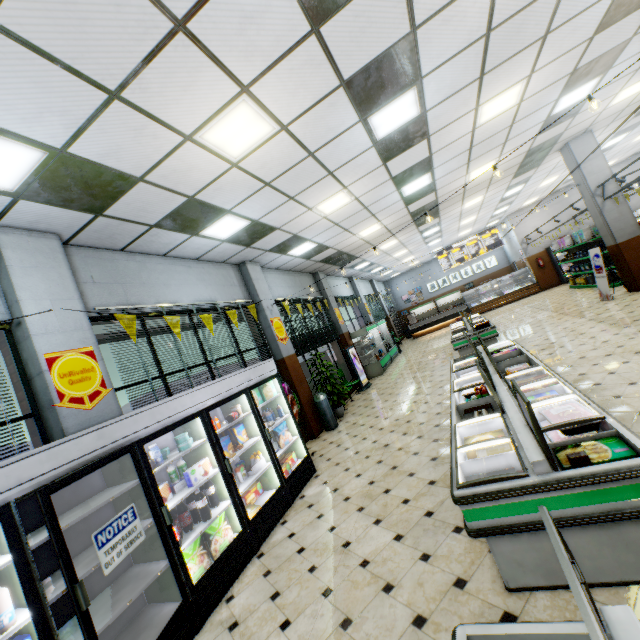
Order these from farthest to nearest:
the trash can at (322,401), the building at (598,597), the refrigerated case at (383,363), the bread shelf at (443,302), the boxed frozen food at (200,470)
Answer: the bread shelf at (443,302) < the refrigerated case at (383,363) < the trash can at (322,401) < the boxed frozen food at (200,470) < the building at (598,597)

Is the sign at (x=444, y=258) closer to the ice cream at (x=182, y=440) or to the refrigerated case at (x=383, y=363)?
the refrigerated case at (x=383, y=363)

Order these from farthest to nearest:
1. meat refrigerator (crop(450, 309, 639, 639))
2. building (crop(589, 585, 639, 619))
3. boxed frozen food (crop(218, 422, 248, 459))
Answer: boxed frozen food (crop(218, 422, 248, 459)), building (crop(589, 585, 639, 619)), meat refrigerator (crop(450, 309, 639, 639))

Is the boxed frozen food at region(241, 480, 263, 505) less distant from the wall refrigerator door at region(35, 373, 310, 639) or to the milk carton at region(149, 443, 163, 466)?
the wall refrigerator door at region(35, 373, 310, 639)

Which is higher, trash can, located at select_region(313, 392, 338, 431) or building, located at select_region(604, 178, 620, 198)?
building, located at select_region(604, 178, 620, 198)

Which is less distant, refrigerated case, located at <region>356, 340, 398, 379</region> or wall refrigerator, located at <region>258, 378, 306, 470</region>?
wall refrigerator, located at <region>258, 378, 306, 470</region>

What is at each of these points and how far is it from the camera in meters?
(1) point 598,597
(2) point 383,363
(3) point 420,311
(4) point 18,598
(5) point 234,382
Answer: (1) building, 2.1 m
(2) refrigerated case, 13.8 m
(3) bread shelf, 26.7 m
(4) wall refrigerator, 2.5 m
(5) wall refrigerator, 5.0 m

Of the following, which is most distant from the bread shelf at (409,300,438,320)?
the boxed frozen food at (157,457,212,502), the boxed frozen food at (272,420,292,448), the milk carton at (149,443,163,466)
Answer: the milk carton at (149,443,163,466)
